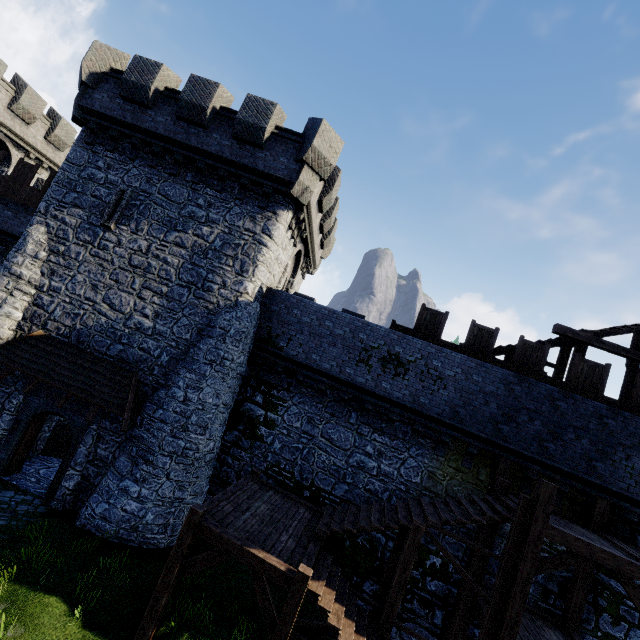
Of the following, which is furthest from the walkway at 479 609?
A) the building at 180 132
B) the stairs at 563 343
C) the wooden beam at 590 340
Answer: the building at 180 132

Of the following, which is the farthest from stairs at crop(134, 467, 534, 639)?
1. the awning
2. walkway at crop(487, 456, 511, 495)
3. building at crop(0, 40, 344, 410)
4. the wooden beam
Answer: the wooden beam

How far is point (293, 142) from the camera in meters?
13.0 m

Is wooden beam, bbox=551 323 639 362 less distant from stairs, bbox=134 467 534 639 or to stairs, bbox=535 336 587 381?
stairs, bbox=535 336 587 381

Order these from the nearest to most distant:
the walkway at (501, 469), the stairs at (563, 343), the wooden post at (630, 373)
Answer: the walkway at (501, 469) < the stairs at (563, 343) < the wooden post at (630, 373)

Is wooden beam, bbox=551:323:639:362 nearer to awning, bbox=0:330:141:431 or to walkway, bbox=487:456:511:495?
walkway, bbox=487:456:511:495

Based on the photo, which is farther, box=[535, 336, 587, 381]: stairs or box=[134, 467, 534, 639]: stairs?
box=[535, 336, 587, 381]: stairs

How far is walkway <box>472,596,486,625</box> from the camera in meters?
8.9 m
